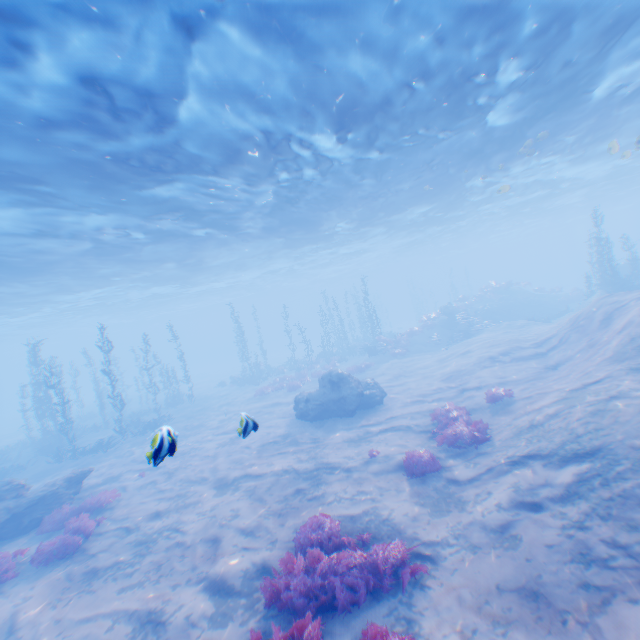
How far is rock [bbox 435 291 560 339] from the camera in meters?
32.0

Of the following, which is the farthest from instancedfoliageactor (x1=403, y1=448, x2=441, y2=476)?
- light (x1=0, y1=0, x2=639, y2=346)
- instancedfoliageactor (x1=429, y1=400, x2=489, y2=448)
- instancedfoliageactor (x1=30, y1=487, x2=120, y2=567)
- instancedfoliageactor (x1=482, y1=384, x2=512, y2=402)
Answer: light (x1=0, y1=0, x2=639, y2=346)

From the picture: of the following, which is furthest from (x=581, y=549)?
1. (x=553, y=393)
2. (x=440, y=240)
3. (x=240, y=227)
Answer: (x=440, y=240)

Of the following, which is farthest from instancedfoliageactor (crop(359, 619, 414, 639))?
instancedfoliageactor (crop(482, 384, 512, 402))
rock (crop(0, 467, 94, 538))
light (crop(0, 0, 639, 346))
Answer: rock (crop(0, 467, 94, 538))

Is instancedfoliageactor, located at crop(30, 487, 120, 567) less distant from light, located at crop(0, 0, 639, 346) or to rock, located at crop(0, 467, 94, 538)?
rock, located at crop(0, 467, 94, 538)

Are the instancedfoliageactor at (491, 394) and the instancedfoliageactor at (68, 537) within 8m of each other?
no

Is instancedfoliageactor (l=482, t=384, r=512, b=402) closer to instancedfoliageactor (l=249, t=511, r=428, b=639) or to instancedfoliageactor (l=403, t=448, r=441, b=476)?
instancedfoliageactor (l=403, t=448, r=441, b=476)

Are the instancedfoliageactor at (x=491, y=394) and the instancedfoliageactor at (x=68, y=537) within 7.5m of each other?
no
